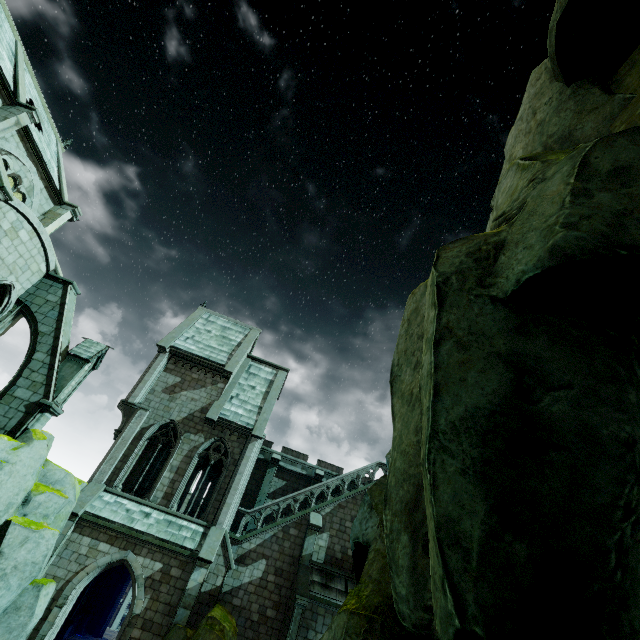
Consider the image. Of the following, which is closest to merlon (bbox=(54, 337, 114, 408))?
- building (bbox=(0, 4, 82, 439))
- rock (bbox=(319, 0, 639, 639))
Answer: building (bbox=(0, 4, 82, 439))

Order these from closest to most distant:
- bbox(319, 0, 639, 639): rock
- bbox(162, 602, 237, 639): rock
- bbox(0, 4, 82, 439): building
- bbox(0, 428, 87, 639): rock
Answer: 1. bbox(319, 0, 639, 639): rock
2. bbox(0, 428, 87, 639): rock
3. bbox(162, 602, 237, 639): rock
4. bbox(0, 4, 82, 439): building

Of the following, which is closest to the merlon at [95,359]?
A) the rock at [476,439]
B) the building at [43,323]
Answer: the building at [43,323]

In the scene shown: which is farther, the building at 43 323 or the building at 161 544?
the building at 161 544

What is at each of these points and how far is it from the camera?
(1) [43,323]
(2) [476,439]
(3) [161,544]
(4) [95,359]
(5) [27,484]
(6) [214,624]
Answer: (1) building, 15.8 meters
(2) rock, 3.0 meters
(3) building, 15.8 meters
(4) merlon, 16.3 meters
(5) rock, 12.8 meters
(6) rock, 13.6 meters

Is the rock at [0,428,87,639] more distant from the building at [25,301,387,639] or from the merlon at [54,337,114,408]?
the merlon at [54,337,114,408]
